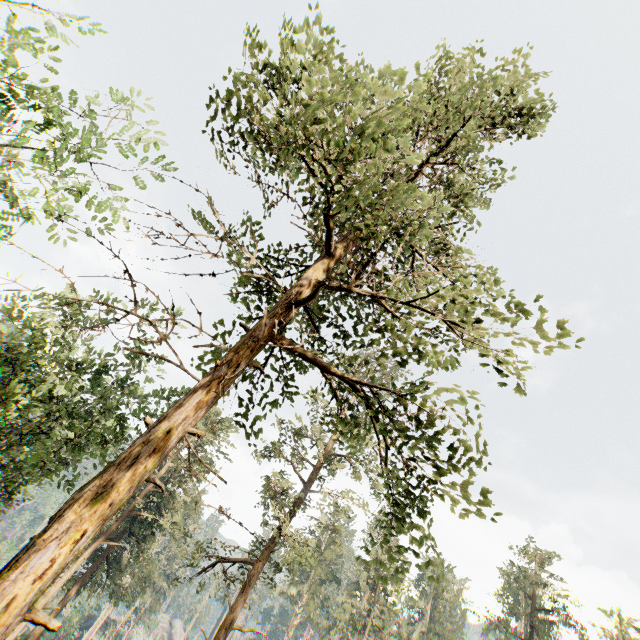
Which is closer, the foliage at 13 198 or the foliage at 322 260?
the foliage at 322 260

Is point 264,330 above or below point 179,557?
above

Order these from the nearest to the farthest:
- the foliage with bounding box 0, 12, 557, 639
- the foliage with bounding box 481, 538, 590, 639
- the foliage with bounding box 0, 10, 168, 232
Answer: the foliage with bounding box 0, 12, 557, 639, the foliage with bounding box 0, 10, 168, 232, the foliage with bounding box 481, 538, 590, 639

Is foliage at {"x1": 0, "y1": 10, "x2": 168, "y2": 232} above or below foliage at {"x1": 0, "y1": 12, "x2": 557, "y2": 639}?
above

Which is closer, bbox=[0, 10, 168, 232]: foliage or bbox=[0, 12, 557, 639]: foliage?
bbox=[0, 12, 557, 639]: foliage
